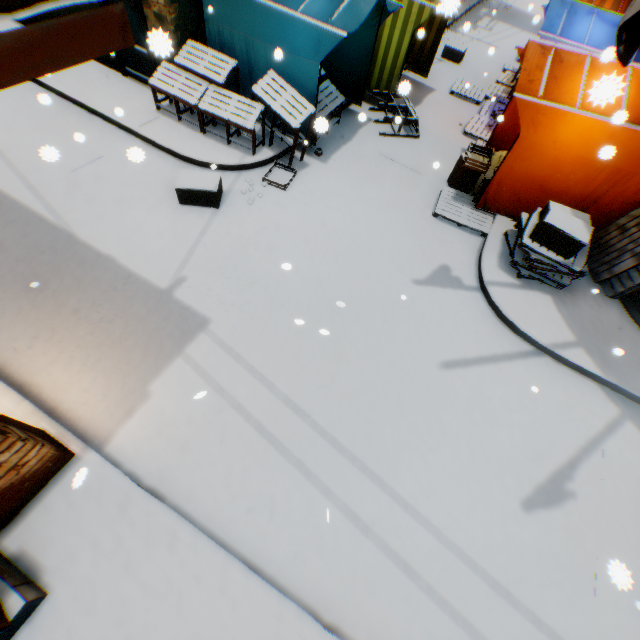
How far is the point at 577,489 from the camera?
4.3 meters

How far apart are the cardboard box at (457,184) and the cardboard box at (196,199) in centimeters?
508cm

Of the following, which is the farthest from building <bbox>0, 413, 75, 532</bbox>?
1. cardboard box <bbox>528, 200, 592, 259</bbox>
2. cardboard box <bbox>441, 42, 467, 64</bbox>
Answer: cardboard box <bbox>441, 42, 467, 64</bbox>

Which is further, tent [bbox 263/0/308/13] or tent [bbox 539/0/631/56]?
tent [bbox 539/0/631/56]

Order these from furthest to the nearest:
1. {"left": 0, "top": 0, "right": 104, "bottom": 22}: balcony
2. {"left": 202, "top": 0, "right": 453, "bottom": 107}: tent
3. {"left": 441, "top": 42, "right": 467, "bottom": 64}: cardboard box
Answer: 1. {"left": 441, "top": 42, "right": 467, "bottom": 64}: cardboard box
2. {"left": 202, "top": 0, "right": 453, "bottom": 107}: tent
3. {"left": 0, "top": 0, "right": 104, "bottom": 22}: balcony

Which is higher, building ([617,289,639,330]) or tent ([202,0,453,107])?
tent ([202,0,453,107])

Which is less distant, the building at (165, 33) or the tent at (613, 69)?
the tent at (613, 69)

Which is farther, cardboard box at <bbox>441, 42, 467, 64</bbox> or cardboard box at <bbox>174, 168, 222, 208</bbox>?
cardboard box at <bbox>441, 42, 467, 64</bbox>
